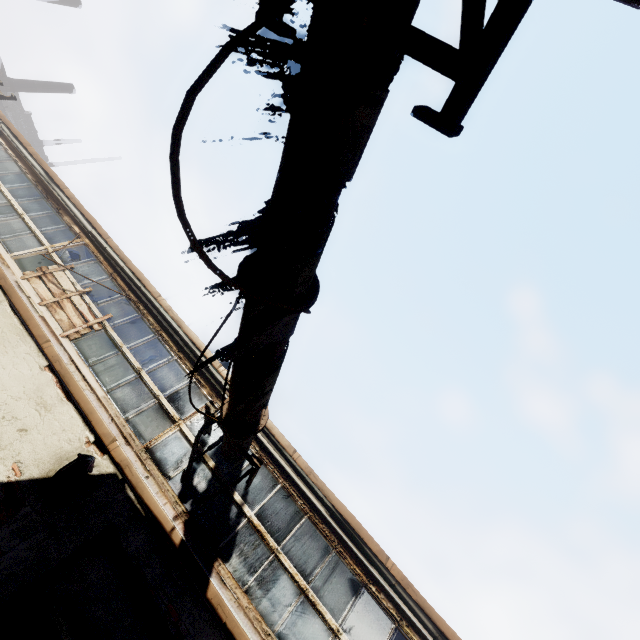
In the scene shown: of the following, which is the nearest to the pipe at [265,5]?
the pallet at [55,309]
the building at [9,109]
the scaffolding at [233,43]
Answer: the scaffolding at [233,43]

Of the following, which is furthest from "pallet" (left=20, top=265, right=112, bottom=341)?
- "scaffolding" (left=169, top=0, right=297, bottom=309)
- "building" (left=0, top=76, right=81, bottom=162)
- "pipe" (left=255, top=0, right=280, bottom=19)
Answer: "building" (left=0, top=76, right=81, bottom=162)

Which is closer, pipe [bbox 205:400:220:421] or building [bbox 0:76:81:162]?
pipe [bbox 205:400:220:421]

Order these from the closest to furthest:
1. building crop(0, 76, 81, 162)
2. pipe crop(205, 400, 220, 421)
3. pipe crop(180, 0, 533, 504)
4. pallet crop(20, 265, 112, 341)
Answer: pipe crop(180, 0, 533, 504) → pipe crop(205, 400, 220, 421) → pallet crop(20, 265, 112, 341) → building crop(0, 76, 81, 162)

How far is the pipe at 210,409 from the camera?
5.2 meters

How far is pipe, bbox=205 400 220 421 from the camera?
5.2m

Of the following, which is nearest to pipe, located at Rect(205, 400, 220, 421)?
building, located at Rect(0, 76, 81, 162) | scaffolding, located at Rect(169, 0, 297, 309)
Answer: scaffolding, located at Rect(169, 0, 297, 309)

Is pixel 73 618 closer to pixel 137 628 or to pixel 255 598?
pixel 137 628
